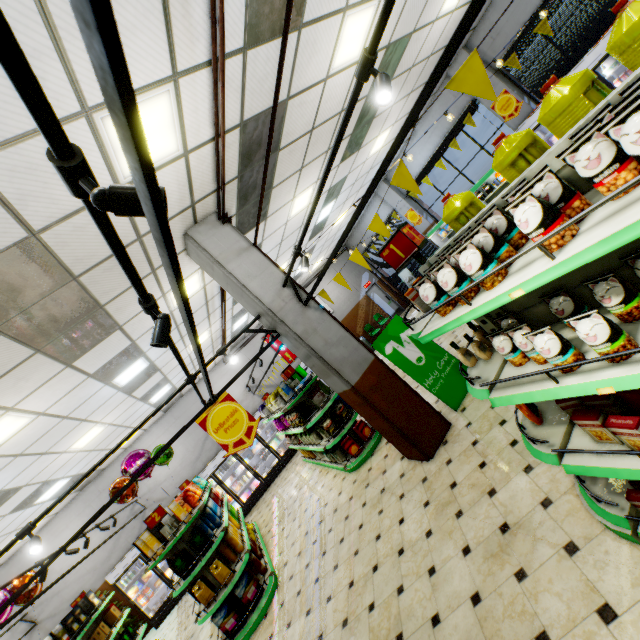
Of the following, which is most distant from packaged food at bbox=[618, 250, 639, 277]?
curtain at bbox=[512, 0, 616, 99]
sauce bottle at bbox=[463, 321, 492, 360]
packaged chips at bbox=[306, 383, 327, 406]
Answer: curtain at bbox=[512, 0, 616, 99]

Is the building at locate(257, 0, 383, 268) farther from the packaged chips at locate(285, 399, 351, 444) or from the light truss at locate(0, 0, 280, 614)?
the packaged chips at locate(285, 399, 351, 444)

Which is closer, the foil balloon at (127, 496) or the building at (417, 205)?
the foil balloon at (127, 496)

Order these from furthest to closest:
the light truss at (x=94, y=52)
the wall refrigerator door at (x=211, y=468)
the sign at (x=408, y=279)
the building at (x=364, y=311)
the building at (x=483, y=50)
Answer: the building at (x=364, y=311), the sign at (x=408, y=279), the wall refrigerator door at (x=211, y=468), the building at (x=483, y=50), the light truss at (x=94, y=52)

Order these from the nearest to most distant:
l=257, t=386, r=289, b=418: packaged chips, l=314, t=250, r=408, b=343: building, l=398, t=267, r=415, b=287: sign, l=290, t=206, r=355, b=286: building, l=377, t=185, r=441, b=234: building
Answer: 1. l=257, t=386, r=289, b=418: packaged chips
2. l=290, t=206, r=355, b=286: building
3. l=377, t=185, r=441, b=234: building
4. l=398, t=267, r=415, b=287: sign
5. l=314, t=250, r=408, b=343: building

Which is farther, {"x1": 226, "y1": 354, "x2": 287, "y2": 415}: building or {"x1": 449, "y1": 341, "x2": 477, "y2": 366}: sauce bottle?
{"x1": 226, "y1": 354, "x2": 287, "y2": 415}: building

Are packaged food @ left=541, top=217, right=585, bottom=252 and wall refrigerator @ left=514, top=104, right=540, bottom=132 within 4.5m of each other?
no

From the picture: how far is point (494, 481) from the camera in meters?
3.4 m
